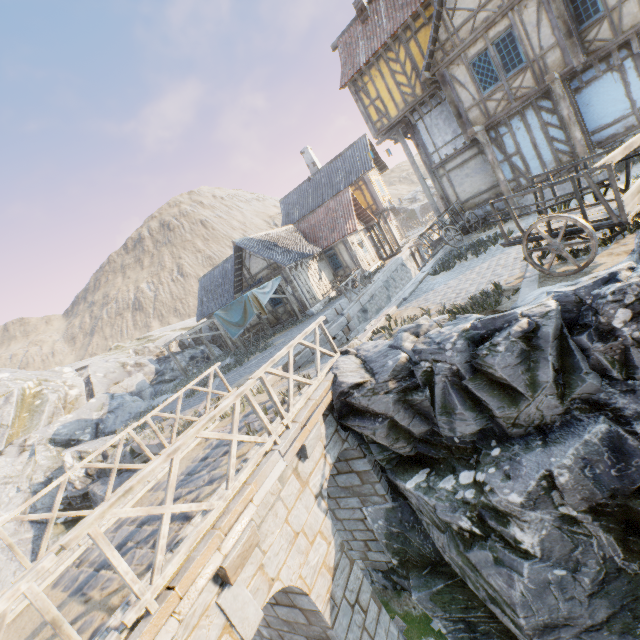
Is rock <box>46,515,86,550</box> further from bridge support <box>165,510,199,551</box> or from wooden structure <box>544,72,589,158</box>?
wooden structure <box>544,72,589,158</box>

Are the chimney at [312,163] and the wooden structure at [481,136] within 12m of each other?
no

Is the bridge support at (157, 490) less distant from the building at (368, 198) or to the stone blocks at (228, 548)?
the stone blocks at (228, 548)

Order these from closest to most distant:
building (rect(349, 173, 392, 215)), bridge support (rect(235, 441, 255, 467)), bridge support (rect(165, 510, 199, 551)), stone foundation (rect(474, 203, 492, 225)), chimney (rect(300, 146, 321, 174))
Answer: bridge support (rect(165, 510, 199, 551))
bridge support (rect(235, 441, 255, 467))
stone foundation (rect(474, 203, 492, 225))
building (rect(349, 173, 392, 215))
chimney (rect(300, 146, 321, 174))

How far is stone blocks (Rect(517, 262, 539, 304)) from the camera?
6.1 meters

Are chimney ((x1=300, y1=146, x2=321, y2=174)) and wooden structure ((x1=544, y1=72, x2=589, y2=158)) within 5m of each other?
no

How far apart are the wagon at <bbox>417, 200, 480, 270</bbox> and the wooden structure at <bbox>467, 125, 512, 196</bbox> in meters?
2.0 m

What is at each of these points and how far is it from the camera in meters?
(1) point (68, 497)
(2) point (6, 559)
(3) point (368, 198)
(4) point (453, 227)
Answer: (1) rock, 13.8
(2) rock, 12.9
(3) building, 26.4
(4) wagon, 15.2
